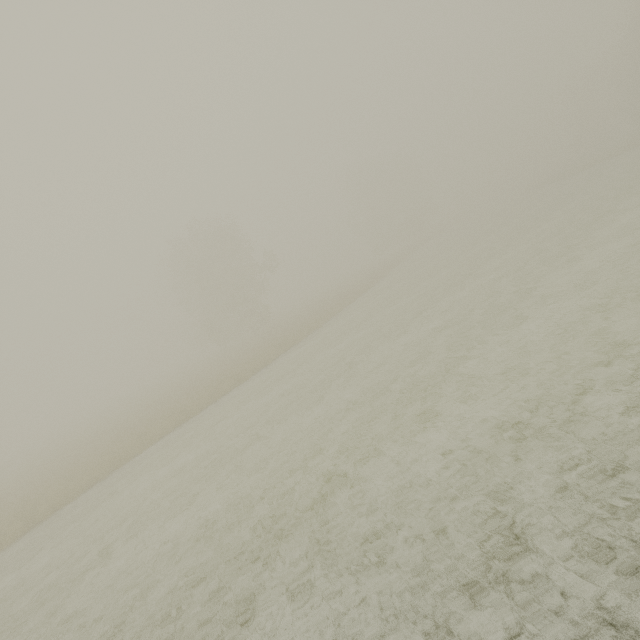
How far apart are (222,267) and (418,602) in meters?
35.8
